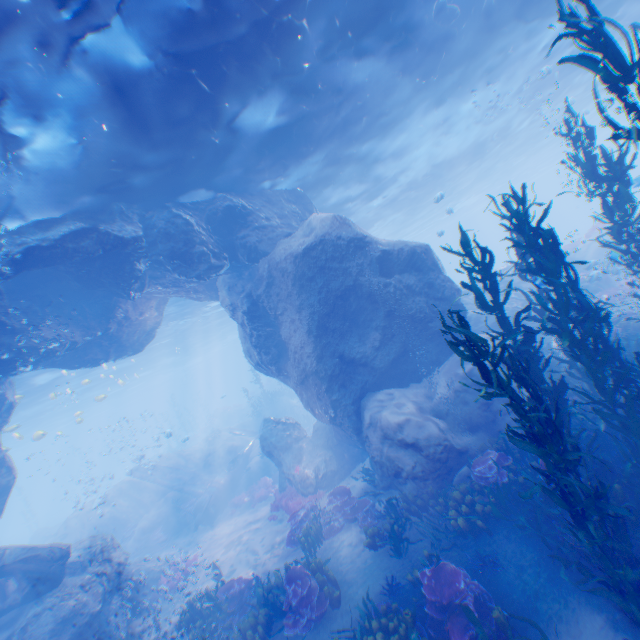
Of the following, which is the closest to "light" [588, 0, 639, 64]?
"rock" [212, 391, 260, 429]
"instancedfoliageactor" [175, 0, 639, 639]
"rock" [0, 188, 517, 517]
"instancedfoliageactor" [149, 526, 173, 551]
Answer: "rock" [0, 188, 517, 517]

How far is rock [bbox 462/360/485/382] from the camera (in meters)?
9.93

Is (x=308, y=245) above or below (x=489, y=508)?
above

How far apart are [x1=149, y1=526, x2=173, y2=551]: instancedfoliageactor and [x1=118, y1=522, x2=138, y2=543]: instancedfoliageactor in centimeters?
128cm

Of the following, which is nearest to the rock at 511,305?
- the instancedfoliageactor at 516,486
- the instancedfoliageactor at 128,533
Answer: the instancedfoliageactor at 516,486

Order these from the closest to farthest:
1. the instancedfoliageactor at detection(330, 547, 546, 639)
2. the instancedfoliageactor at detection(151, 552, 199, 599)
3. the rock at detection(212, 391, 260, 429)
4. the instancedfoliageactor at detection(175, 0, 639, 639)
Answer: the instancedfoliageactor at detection(175, 0, 639, 639) < the instancedfoliageactor at detection(330, 547, 546, 639) < the instancedfoliageactor at detection(151, 552, 199, 599) < the rock at detection(212, 391, 260, 429)

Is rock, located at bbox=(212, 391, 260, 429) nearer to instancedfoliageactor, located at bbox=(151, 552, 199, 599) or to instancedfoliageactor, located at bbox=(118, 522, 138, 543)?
instancedfoliageactor, located at bbox=(118, 522, 138, 543)

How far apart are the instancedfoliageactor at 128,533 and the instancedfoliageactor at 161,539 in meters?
1.3
